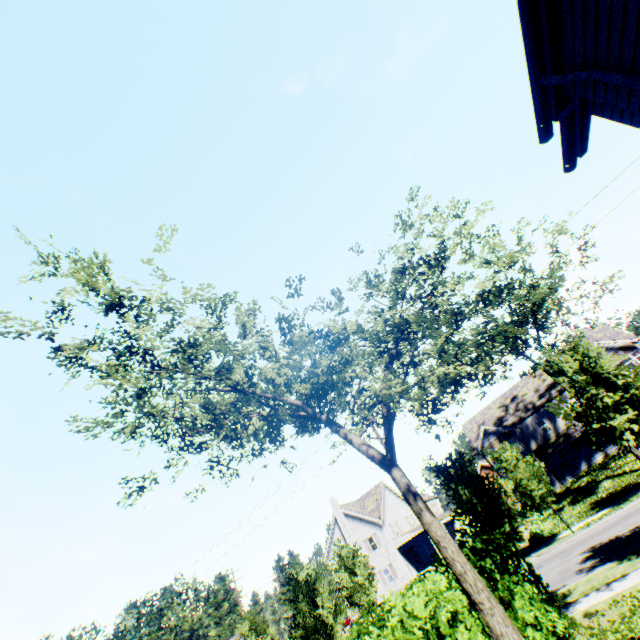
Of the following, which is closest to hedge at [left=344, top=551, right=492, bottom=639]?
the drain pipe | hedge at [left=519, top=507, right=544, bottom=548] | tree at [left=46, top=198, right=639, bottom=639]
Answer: tree at [left=46, top=198, right=639, bottom=639]

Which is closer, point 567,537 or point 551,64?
point 551,64

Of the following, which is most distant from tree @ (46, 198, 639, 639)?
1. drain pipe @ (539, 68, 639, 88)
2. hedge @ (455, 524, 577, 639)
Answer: drain pipe @ (539, 68, 639, 88)

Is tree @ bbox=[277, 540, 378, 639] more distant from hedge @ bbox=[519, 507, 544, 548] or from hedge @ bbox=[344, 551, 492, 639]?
hedge @ bbox=[519, 507, 544, 548]

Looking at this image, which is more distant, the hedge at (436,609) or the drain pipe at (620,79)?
the hedge at (436,609)

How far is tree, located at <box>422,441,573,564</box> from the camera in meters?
13.6 m

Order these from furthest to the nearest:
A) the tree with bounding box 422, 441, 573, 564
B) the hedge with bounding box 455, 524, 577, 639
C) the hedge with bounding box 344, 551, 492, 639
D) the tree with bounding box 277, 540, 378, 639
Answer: the tree with bounding box 277, 540, 378, 639
the tree with bounding box 422, 441, 573, 564
the hedge with bounding box 455, 524, 577, 639
the hedge with bounding box 344, 551, 492, 639

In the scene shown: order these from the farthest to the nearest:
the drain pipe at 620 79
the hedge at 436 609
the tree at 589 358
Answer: the tree at 589 358 → the hedge at 436 609 → the drain pipe at 620 79
